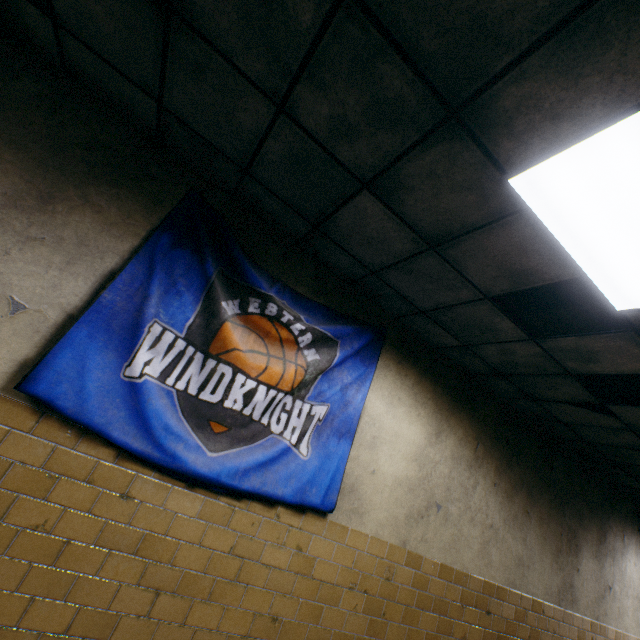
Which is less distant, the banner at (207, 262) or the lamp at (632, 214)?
the lamp at (632, 214)

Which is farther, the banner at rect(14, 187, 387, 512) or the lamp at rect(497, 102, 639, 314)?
the banner at rect(14, 187, 387, 512)

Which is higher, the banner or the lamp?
the lamp

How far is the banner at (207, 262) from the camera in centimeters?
209cm

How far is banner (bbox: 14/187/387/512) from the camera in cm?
209

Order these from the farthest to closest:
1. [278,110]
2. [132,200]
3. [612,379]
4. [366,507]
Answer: [612,379] → [366,507] → [132,200] → [278,110]
